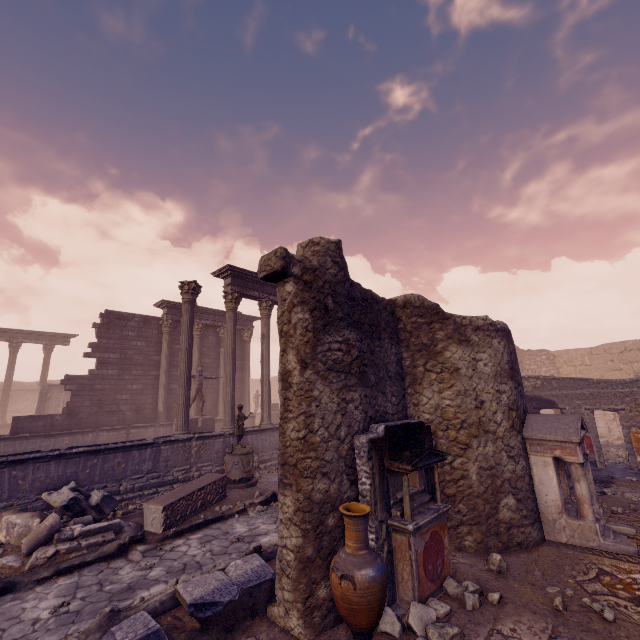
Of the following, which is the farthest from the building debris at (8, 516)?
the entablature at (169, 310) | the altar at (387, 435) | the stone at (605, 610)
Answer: the entablature at (169, 310)

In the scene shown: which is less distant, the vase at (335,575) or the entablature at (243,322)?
the vase at (335,575)

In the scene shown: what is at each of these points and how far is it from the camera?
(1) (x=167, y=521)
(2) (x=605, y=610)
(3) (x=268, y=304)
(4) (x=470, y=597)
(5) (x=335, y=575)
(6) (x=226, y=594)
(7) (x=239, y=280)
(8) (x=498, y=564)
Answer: (1) sarcophagus, 7.08m
(2) stone, 3.82m
(3) column, 14.58m
(4) rocks, 4.11m
(5) vase, 3.69m
(6) debris pile, 4.04m
(7) entablature, 13.65m
(8) rocks, 4.83m

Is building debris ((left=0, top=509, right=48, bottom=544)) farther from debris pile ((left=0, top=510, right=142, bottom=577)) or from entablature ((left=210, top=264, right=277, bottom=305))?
entablature ((left=210, top=264, right=277, bottom=305))

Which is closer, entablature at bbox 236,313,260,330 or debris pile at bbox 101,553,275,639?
debris pile at bbox 101,553,275,639

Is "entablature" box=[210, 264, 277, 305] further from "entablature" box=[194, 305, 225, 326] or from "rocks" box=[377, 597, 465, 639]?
"rocks" box=[377, 597, 465, 639]

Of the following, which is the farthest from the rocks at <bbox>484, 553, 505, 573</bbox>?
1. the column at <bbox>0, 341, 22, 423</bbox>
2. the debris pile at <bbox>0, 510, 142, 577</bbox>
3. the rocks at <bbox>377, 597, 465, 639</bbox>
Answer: the column at <bbox>0, 341, 22, 423</bbox>

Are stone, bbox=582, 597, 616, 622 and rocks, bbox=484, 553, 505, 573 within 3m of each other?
yes
